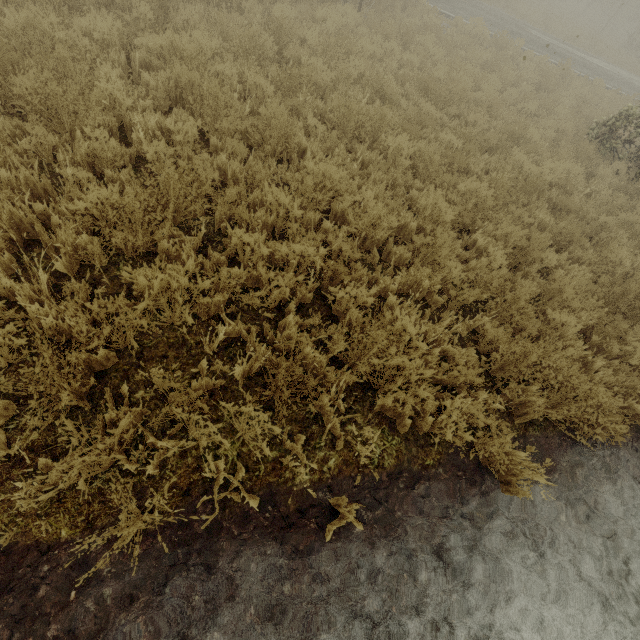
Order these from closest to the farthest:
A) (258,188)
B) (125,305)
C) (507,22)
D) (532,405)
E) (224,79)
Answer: (125,305) < (532,405) < (258,188) < (224,79) < (507,22)
